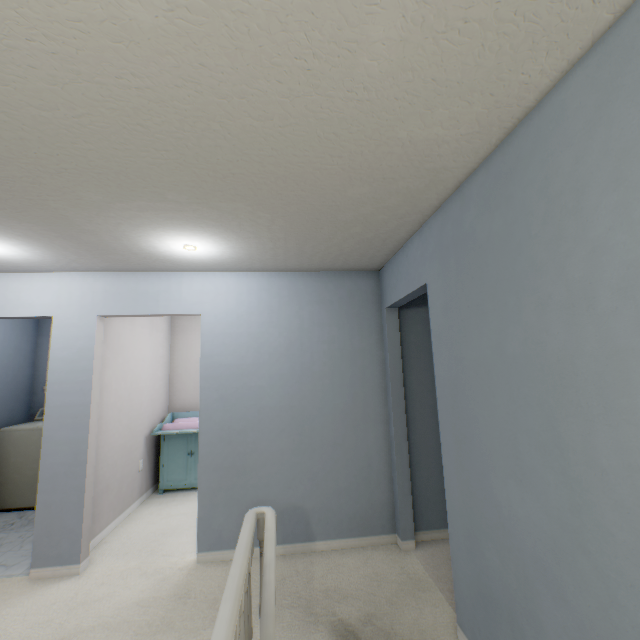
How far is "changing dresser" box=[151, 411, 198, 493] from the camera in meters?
4.2

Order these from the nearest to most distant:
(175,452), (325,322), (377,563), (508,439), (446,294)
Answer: (508,439) → (446,294) → (377,563) → (325,322) → (175,452)

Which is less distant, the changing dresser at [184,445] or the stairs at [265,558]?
the stairs at [265,558]

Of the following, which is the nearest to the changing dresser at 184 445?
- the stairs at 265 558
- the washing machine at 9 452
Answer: the washing machine at 9 452

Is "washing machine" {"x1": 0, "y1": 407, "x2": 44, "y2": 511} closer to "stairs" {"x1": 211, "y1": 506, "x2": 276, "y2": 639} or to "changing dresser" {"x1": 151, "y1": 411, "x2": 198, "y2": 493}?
"changing dresser" {"x1": 151, "y1": 411, "x2": 198, "y2": 493}

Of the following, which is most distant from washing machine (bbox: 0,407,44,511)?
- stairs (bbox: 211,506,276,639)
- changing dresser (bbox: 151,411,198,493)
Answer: stairs (bbox: 211,506,276,639)

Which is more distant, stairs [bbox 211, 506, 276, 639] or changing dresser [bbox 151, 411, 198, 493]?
changing dresser [bbox 151, 411, 198, 493]
